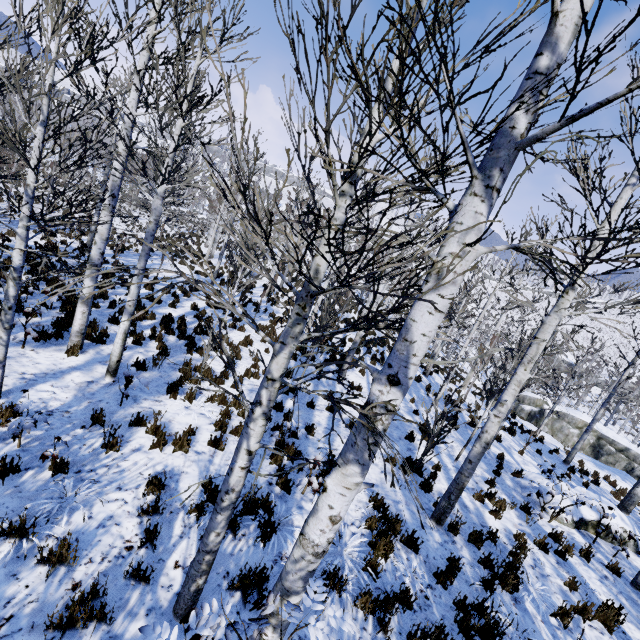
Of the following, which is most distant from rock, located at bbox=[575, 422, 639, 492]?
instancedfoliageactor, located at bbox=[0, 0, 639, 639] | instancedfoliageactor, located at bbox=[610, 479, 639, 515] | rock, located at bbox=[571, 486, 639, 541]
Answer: rock, located at bbox=[571, 486, 639, 541]

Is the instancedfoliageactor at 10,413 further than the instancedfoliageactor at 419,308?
Yes

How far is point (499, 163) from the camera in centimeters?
182cm

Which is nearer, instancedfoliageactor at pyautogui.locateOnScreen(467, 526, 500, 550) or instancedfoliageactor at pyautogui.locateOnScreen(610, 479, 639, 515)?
instancedfoliageactor at pyautogui.locateOnScreen(467, 526, 500, 550)

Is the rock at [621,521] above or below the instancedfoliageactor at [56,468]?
above

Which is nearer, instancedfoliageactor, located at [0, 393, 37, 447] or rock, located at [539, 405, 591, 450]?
instancedfoliageactor, located at [0, 393, 37, 447]

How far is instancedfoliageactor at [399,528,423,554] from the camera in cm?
553

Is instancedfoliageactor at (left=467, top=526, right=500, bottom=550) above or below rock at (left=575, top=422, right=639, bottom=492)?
above
